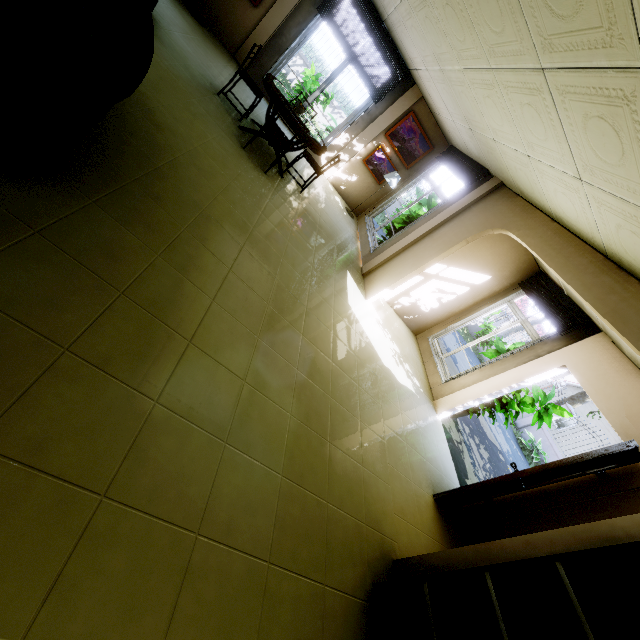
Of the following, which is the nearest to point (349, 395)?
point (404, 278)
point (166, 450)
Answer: point (166, 450)

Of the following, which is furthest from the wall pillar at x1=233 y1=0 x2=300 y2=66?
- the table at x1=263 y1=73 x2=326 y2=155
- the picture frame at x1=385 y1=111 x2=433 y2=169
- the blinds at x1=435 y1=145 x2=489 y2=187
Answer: the blinds at x1=435 y1=145 x2=489 y2=187

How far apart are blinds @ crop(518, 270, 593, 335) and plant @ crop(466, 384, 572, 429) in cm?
71

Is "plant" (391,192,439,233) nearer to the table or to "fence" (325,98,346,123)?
the table

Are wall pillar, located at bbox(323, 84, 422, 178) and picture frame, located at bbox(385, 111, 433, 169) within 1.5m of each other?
yes

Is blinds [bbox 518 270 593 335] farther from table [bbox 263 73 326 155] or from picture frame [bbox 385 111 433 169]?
table [bbox 263 73 326 155]

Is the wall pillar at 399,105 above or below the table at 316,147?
above

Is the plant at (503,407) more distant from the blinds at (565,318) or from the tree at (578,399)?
the tree at (578,399)
